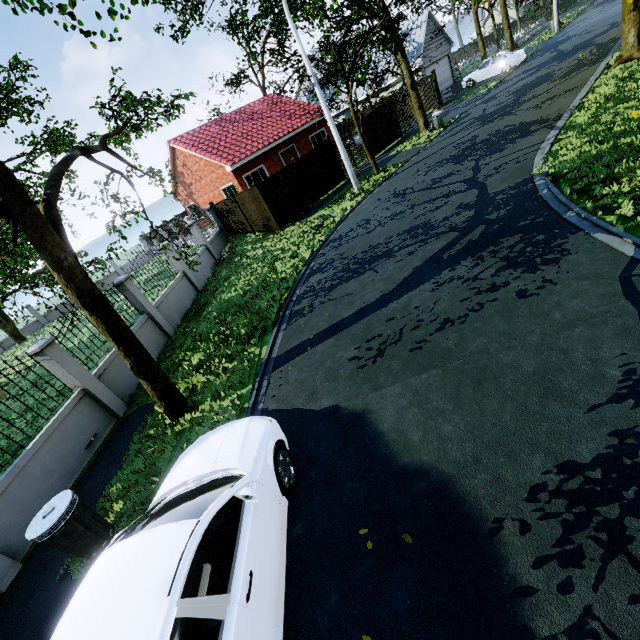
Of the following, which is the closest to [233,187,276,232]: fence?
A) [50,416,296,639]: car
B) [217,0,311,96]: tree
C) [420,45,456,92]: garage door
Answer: [217,0,311,96]: tree

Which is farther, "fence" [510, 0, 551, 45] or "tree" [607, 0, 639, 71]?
"fence" [510, 0, 551, 45]

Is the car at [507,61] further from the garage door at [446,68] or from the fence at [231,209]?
the fence at [231,209]

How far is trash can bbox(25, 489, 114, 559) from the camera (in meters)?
4.33

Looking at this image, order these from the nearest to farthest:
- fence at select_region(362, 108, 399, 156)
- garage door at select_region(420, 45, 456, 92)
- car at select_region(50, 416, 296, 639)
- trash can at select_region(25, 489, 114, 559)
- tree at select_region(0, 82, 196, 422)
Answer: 1. car at select_region(50, 416, 296, 639)
2. trash can at select_region(25, 489, 114, 559)
3. tree at select_region(0, 82, 196, 422)
4. fence at select_region(362, 108, 399, 156)
5. garage door at select_region(420, 45, 456, 92)

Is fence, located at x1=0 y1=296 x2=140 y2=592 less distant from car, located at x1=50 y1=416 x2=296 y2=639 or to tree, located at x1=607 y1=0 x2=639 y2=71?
tree, located at x1=607 y1=0 x2=639 y2=71

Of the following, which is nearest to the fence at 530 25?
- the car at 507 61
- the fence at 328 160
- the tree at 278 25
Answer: the tree at 278 25

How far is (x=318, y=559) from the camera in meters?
3.5
